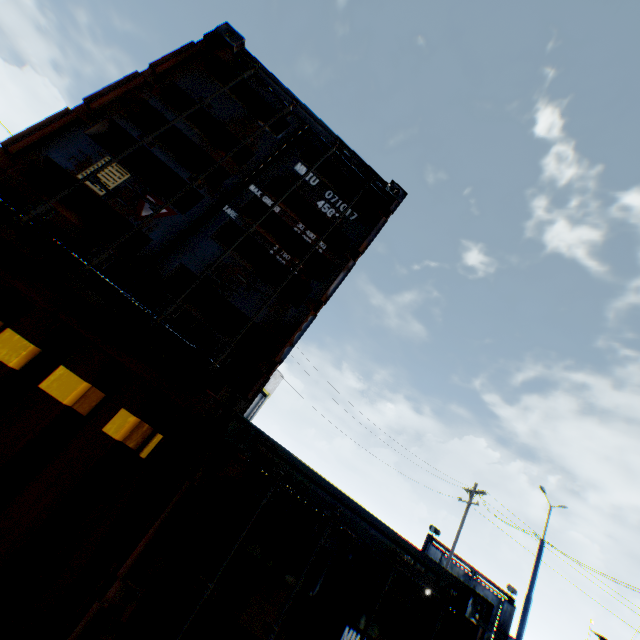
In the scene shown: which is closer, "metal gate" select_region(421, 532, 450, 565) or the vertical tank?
"metal gate" select_region(421, 532, 450, 565)

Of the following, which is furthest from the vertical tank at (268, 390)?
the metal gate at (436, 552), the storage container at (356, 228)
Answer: the storage container at (356, 228)

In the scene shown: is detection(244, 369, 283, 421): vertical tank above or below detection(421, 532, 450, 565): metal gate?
above

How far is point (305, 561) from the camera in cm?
226

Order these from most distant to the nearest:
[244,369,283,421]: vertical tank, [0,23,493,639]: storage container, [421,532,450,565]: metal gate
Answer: [244,369,283,421]: vertical tank → [421,532,450,565]: metal gate → [0,23,493,639]: storage container

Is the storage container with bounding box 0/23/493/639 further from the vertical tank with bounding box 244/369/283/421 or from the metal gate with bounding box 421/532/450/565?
the vertical tank with bounding box 244/369/283/421

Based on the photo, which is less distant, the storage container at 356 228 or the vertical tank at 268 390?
the storage container at 356 228

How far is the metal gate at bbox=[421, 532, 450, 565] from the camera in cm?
2803
